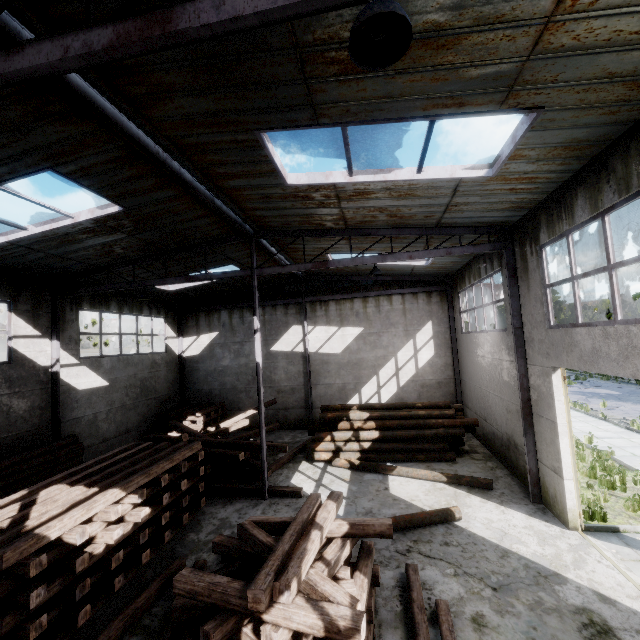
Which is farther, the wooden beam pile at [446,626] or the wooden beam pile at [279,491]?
the wooden beam pile at [279,491]

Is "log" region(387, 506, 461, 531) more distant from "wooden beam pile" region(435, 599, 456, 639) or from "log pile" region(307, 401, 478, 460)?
"log pile" region(307, 401, 478, 460)

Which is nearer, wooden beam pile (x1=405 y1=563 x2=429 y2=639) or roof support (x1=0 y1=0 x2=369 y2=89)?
roof support (x1=0 y1=0 x2=369 y2=89)

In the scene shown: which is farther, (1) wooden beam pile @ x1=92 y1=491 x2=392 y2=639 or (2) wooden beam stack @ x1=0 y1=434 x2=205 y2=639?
(2) wooden beam stack @ x1=0 y1=434 x2=205 y2=639

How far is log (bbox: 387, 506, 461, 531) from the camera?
7.9 meters

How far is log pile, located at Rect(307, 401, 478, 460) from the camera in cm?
1244

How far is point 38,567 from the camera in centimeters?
497cm

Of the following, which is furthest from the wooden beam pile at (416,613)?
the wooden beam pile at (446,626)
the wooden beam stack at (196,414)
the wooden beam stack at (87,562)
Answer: the wooden beam stack at (196,414)
